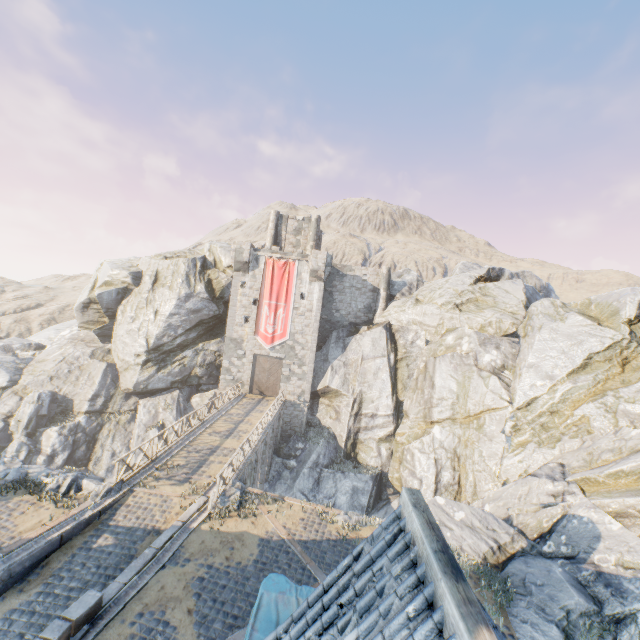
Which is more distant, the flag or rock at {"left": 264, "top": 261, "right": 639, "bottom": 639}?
the flag

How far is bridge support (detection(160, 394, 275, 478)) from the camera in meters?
15.7 m

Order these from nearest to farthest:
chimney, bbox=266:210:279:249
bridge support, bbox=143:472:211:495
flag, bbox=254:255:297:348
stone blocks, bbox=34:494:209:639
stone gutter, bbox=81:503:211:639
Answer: stone blocks, bbox=34:494:209:639 < stone gutter, bbox=81:503:211:639 < bridge support, bbox=143:472:211:495 < flag, bbox=254:255:297:348 < chimney, bbox=266:210:279:249

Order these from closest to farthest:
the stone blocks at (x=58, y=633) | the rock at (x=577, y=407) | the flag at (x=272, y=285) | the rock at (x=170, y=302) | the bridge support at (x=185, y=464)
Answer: the stone blocks at (x=58, y=633) < the rock at (x=577, y=407) < the bridge support at (x=185, y=464) < the rock at (x=170, y=302) < the flag at (x=272, y=285)

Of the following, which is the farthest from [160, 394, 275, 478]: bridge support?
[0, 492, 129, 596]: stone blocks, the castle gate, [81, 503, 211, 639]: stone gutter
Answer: the castle gate

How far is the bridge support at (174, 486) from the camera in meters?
13.6 m

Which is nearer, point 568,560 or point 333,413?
point 568,560

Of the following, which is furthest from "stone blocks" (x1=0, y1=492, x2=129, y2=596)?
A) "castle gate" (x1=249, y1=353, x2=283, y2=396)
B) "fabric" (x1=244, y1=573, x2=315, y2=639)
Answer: "castle gate" (x1=249, y1=353, x2=283, y2=396)
